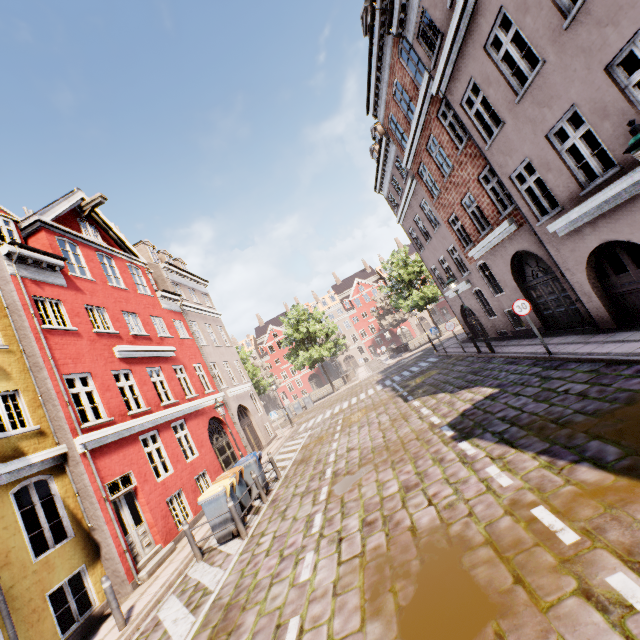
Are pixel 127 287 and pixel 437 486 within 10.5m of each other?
no

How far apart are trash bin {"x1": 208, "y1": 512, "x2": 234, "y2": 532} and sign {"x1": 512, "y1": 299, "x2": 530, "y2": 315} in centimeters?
996cm

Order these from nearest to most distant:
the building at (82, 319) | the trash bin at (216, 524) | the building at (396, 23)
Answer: the building at (396, 23) → the building at (82, 319) → the trash bin at (216, 524)

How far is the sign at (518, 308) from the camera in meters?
10.0

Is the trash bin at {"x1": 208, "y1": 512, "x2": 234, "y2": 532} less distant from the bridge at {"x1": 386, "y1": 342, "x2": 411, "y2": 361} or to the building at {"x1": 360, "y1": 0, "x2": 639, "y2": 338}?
the building at {"x1": 360, "y1": 0, "x2": 639, "y2": 338}

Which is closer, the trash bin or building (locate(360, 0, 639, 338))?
building (locate(360, 0, 639, 338))

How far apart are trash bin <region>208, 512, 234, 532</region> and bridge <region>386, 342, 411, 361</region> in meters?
32.6

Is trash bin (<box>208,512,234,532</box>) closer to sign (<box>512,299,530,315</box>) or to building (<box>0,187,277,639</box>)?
building (<box>0,187,277,639</box>)
